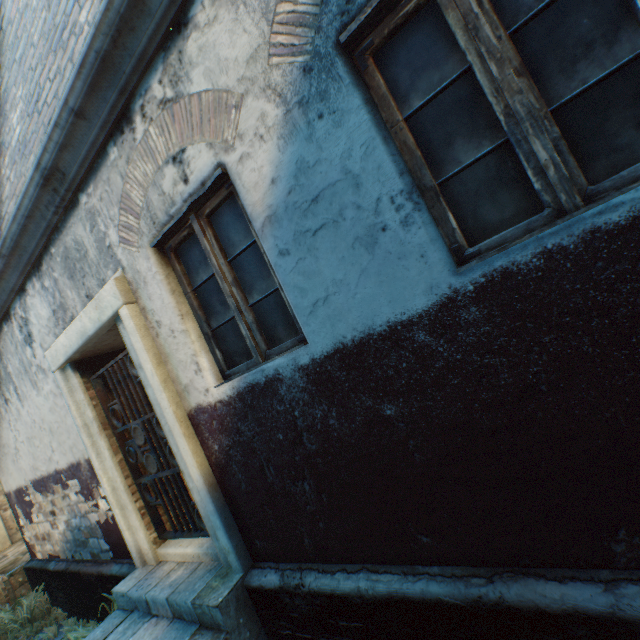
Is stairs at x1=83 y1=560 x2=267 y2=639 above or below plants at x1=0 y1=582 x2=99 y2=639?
above

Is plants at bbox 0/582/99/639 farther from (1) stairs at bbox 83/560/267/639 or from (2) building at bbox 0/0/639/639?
(1) stairs at bbox 83/560/267/639

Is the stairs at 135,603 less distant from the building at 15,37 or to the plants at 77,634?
the building at 15,37

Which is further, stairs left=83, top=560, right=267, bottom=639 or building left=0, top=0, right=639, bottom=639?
stairs left=83, top=560, right=267, bottom=639

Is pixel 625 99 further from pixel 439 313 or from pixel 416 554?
pixel 416 554

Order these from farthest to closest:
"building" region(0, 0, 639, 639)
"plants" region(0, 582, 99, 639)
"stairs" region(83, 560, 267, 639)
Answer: "plants" region(0, 582, 99, 639), "stairs" region(83, 560, 267, 639), "building" region(0, 0, 639, 639)

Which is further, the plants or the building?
the plants

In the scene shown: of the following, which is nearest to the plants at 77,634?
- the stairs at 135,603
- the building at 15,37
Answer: the building at 15,37
